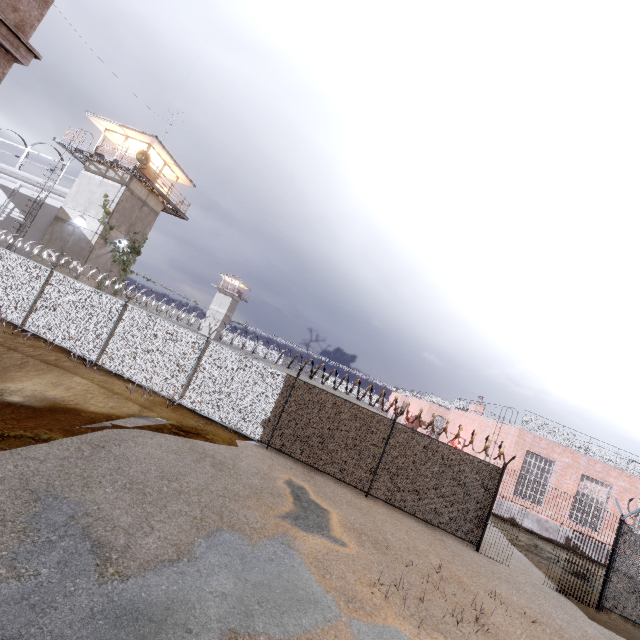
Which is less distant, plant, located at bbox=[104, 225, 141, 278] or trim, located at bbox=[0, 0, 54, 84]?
trim, located at bbox=[0, 0, 54, 84]

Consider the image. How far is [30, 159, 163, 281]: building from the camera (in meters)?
22.66

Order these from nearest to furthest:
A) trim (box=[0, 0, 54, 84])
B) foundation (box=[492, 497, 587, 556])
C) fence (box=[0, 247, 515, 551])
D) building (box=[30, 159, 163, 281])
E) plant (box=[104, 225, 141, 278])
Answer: trim (box=[0, 0, 54, 84])
fence (box=[0, 247, 515, 551])
foundation (box=[492, 497, 587, 556])
building (box=[30, 159, 163, 281])
plant (box=[104, 225, 141, 278])

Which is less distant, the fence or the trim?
the trim

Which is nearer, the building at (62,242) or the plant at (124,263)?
the building at (62,242)

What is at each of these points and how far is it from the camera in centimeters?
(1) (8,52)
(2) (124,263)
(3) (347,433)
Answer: (1) trim, 421cm
(2) plant, 2548cm
(3) fence, 1193cm

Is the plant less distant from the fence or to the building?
the building

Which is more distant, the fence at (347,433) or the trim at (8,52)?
the fence at (347,433)
